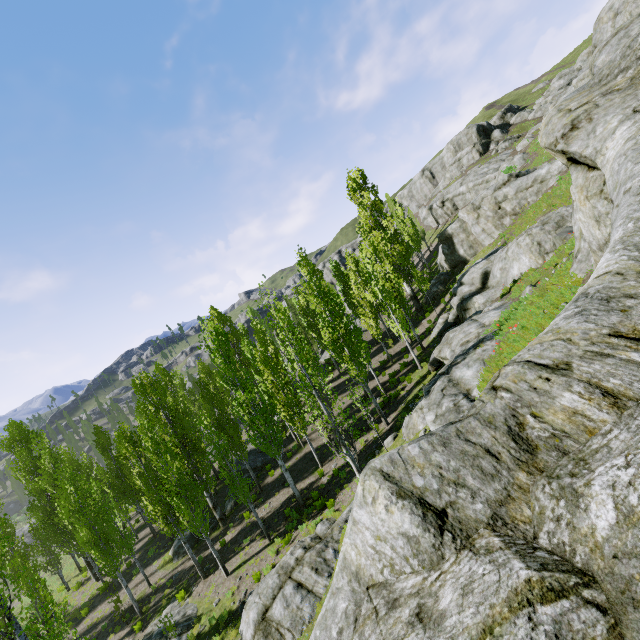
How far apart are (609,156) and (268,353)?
28.4m

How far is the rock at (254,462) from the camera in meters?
27.0

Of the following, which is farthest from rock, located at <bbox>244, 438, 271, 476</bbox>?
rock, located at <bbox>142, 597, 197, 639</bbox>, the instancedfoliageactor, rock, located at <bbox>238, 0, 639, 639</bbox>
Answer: rock, located at <bbox>238, 0, 639, 639</bbox>

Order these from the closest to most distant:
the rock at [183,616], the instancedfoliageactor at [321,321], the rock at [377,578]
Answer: the rock at [377,578] < the rock at [183,616] < the instancedfoliageactor at [321,321]

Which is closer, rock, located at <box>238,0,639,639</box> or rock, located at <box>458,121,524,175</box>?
rock, located at <box>238,0,639,639</box>

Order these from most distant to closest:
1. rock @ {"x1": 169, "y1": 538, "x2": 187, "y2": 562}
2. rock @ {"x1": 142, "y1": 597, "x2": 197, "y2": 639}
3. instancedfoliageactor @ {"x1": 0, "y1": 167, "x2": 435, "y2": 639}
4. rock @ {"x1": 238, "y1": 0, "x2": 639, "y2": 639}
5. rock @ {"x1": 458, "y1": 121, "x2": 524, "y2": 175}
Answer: rock @ {"x1": 458, "y1": 121, "x2": 524, "y2": 175}, rock @ {"x1": 169, "y1": 538, "x2": 187, "y2": 562}, instancedfoliageactor @ {"x1": 0, "y1": 167, "x2": 435, "y2": 639}, rock @ {"x1": 142, "y1": 597, "x2": 197, "y2": 639}, rock @ {"x1": 238, "y1": 0, "x2": 639, "y2": 639}
